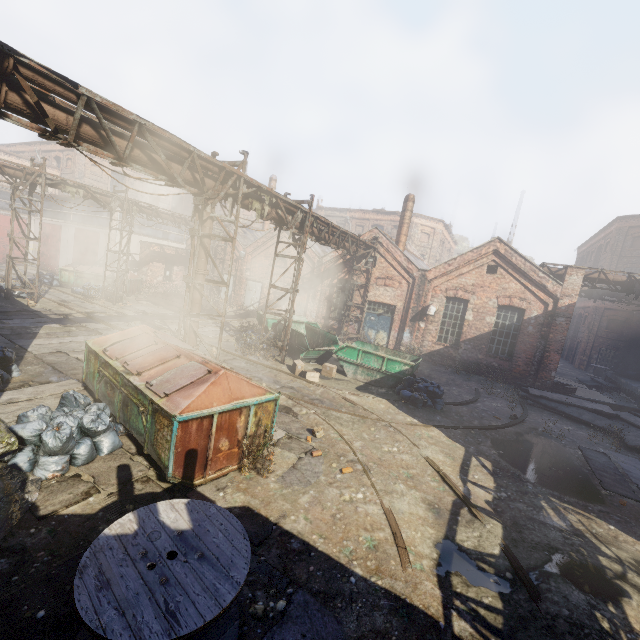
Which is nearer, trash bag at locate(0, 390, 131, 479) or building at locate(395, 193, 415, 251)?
trash bag at locate(0, 390, 131, 479)

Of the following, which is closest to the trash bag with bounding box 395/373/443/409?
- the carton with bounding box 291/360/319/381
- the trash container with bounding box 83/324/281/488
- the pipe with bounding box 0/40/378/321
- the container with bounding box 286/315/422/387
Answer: the container with bounding box 286/315/422/387

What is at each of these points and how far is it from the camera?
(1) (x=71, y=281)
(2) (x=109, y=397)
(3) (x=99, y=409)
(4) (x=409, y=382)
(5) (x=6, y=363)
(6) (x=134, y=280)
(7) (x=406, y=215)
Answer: (1) trash container, 22.19m
(2) trash container, 6.80m
(3) trash bag, 6.43m
(4) trash bag, 12.23m
(5) trash bag, 8.12m
(6) trash container, 23.41m
(7) building, 21.48m

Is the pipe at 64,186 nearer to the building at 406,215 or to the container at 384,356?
the container at 384,356

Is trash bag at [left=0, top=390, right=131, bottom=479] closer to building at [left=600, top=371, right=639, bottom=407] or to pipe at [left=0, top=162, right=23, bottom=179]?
pipe at [left=0, top=162, right=23, bottom=179]

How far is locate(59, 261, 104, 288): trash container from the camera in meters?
22.1

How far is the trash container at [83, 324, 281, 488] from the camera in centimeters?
524cm

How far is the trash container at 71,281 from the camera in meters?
22.1 m
